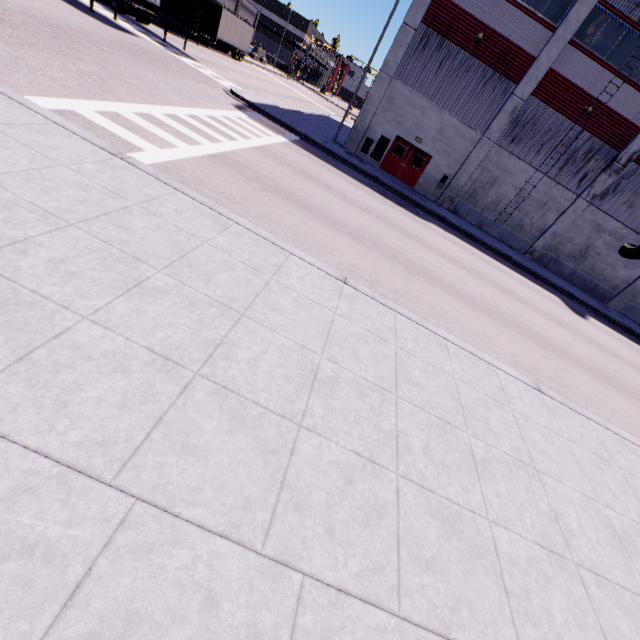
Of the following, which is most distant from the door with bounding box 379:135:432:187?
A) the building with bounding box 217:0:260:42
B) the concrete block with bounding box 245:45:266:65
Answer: the concrete block with bounding box 245:45:266:65

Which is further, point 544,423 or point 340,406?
point 544,423

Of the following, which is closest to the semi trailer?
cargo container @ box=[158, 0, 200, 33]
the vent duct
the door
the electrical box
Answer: cargo container @ box=[158, 0, 200, 33]

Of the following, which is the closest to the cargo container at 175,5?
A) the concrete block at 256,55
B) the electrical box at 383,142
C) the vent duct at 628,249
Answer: the vent duct at 628,249

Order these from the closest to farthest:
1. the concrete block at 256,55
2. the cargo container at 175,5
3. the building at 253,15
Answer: the cargo container at 175,5 < the building at 253,15 < the concrete block at 256,55

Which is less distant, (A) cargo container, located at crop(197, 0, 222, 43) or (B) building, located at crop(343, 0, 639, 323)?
(B) building, located at crop(343, 0, 639, 323)

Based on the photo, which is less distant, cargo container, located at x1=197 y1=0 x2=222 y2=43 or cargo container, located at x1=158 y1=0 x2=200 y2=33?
cargo container, located at x1=158 y1=0 x2=200 y2=33

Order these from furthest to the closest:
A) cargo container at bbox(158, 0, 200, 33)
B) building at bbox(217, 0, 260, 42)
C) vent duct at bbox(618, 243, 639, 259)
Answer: building at bbox(217, 0, 260, 42) < vent duct at bbox(618, 243, 639, 259) < cargo container at bbox(158, 0, 200, 33)
